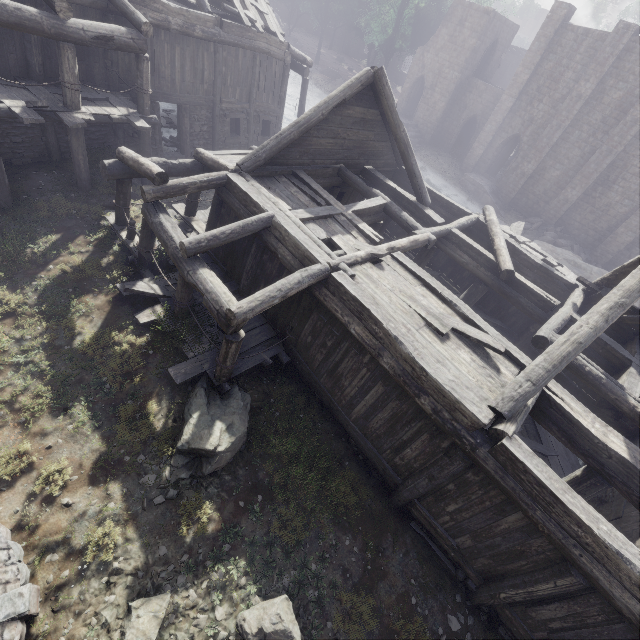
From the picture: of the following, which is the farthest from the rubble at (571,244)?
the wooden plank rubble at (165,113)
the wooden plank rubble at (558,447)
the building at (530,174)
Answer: the wooden plank rubble at (165,113)

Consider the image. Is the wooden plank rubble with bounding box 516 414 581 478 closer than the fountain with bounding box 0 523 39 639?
No

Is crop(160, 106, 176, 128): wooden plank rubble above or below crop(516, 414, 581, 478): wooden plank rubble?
above

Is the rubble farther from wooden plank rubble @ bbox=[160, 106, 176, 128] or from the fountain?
the fountain

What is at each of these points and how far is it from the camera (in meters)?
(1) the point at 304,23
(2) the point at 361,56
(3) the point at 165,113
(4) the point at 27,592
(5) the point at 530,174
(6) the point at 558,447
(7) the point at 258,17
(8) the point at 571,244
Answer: (1) building, 55.72
(2) building, 51.72
(3) wooden plank rubble, 21.42
(4) fountain, 4.74
(5) building, 27.97
(6) wooden plank rubble, 12.32
(7) wooden plank rubble, 15.74
(8) rubble, 26.48

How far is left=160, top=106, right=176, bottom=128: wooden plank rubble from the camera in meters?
19.6 m

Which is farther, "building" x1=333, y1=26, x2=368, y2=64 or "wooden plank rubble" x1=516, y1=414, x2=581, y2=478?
"building" x1=333, y1=26, x2=368, y2=64

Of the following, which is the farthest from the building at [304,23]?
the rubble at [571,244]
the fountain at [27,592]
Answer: the fountain at [27,592]
